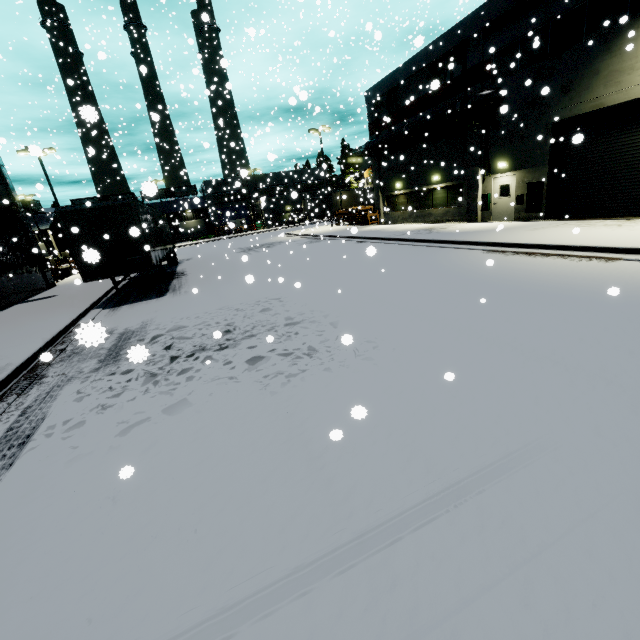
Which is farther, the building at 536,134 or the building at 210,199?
the building at 210,199

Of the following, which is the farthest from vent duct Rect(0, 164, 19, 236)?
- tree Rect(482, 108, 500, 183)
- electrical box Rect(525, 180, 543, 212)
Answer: tree Rect(482, 108, 500, 183)

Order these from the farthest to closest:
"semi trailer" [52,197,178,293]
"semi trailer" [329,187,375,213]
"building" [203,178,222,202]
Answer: "semi trailer" [329,187,375,213], "building" [203,178,222,202], "semi trailer" [52,197,178,293]

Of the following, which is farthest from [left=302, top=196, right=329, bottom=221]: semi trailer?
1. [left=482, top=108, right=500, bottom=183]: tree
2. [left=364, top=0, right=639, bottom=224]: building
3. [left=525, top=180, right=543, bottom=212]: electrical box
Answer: [left=525, top=180, right=543, bottom=212]: electrical box

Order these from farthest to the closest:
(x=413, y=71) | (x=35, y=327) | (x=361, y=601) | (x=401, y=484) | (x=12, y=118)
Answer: (x=12, y=118), (x=413, y=71), (x=35, y=327), (x=401, y=484), (x=361, y=601)

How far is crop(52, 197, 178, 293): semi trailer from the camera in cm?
1195

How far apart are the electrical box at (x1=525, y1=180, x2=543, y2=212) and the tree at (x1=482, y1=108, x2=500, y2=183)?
2.5m

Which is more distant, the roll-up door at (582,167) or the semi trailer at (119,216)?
the roll-up door at (582,167)
